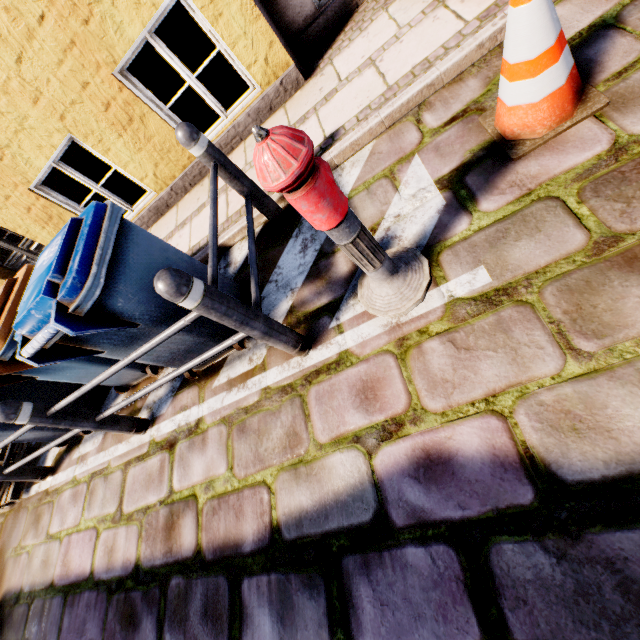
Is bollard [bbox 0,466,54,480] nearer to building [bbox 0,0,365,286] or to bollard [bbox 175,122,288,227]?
building [bbox 0,0,365,286]

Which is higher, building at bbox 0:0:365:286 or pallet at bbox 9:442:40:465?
building at bbox 0:0:365:286

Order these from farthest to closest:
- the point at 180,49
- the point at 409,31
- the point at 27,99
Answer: the point at 180,49
the point at 27,99
the point at 409,31

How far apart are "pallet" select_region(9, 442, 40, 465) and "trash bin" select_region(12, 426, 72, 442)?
0.7m

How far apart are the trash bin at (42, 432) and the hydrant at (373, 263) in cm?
358

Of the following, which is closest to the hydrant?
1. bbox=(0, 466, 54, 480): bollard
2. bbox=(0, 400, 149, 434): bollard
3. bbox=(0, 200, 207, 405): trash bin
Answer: bbox=(0, 200, 207, 405): trash bin

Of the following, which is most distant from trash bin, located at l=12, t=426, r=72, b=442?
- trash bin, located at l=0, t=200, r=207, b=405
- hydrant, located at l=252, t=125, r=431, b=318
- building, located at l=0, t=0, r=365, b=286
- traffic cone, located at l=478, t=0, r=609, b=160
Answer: traffic cone, located at l=478, t=0, r=609, b=160

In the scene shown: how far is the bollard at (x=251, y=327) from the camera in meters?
1.5
